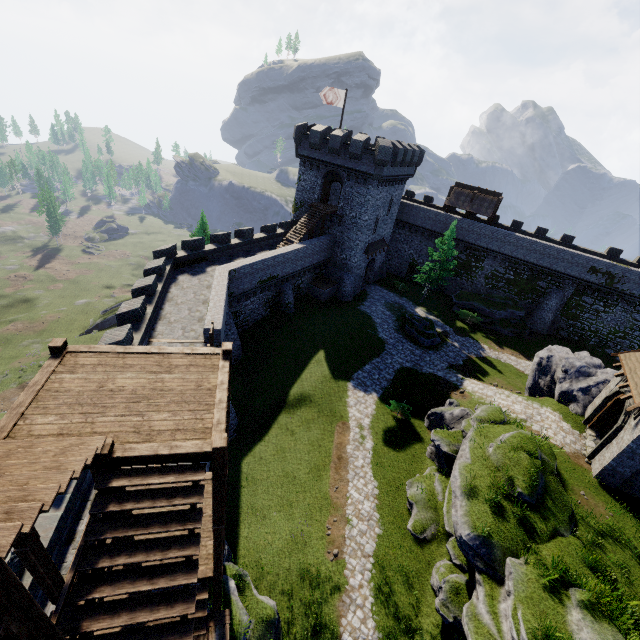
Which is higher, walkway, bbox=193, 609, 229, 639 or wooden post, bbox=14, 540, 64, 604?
wooden post, bbox=14, 540, 64, 604

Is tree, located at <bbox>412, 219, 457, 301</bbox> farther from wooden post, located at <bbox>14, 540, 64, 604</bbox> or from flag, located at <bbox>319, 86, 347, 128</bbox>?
wooden post, located at <bbox>14, 540, 64, 604</bbox>

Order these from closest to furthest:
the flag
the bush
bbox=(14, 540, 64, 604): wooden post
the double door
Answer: bbox=(14, 540, 64, 604): wooden post, the double door, the bush, the flag

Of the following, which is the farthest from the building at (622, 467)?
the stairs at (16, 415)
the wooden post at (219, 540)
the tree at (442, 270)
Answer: the tree at (442, 270)

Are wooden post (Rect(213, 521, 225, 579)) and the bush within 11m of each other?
no

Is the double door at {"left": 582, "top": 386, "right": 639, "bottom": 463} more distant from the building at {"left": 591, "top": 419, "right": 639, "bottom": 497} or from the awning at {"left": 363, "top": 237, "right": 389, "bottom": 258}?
the awning at {"left": 363, "top": 237, "right": 389, "bottom": 258}

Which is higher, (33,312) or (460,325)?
(460,325)

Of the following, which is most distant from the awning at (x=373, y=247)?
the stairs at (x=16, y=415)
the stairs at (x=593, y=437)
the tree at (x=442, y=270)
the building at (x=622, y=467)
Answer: the stairs at (x=16, y=415)
